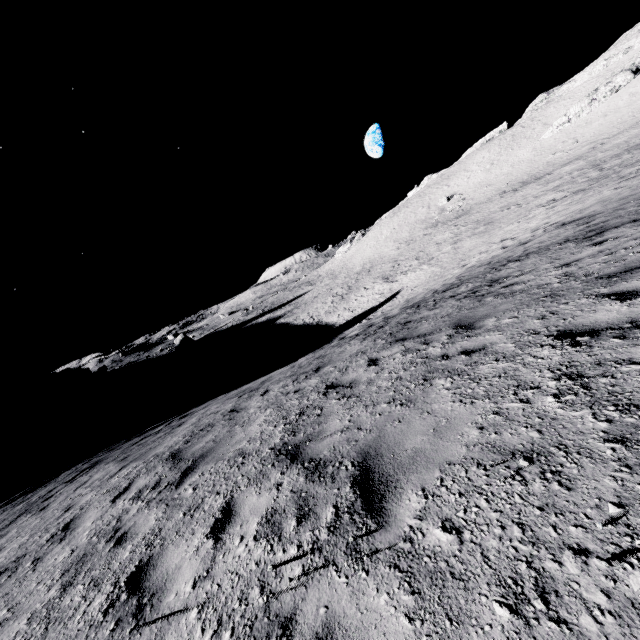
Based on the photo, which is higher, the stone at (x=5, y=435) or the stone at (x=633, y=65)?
the stone at (x=633, y=65)

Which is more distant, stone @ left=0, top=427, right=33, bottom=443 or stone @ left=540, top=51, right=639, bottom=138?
stone @ left=0, top=427, right=33, bottom=443

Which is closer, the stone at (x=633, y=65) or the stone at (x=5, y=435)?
the stone at (x=633, y=65)

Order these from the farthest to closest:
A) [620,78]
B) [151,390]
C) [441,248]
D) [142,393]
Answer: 1. [142,393]
2. [151,390]
3. [620,78]
4. [441,248]

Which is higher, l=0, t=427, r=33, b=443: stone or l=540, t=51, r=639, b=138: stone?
l=540, t=51, r=639, b=138: stone
